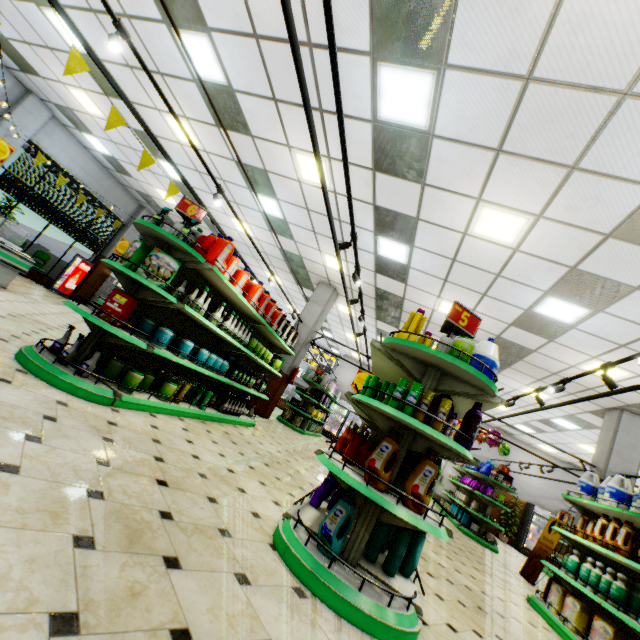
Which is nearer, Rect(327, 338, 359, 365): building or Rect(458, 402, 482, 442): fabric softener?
Rect(458, 402, 482, 442): fabric softener

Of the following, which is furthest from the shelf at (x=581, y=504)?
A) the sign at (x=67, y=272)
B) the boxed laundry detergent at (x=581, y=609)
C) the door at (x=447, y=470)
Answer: the sign at (x=67, y=272)

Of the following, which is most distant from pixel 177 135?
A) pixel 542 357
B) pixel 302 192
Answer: pixel 542 357

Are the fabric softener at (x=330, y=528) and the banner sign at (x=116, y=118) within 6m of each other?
yes

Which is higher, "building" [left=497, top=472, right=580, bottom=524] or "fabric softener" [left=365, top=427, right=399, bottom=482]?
"building" [left=497, top=472, right=580, bottom=524]

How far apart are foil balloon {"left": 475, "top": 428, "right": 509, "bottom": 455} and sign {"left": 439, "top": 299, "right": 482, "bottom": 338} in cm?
1198

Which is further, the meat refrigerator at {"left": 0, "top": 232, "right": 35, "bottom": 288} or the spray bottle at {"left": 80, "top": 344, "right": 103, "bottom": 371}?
the meat refrigerator at {"left": 0, "top": 232, "right": 35, "bottom": 288}

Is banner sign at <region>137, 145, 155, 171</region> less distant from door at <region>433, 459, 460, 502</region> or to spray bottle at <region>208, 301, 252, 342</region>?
spray bottle at <region>208, 301, 252, 342</region>
